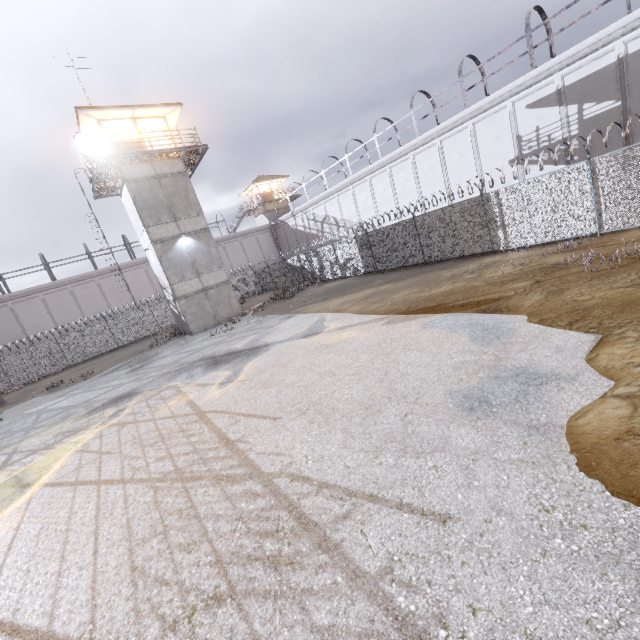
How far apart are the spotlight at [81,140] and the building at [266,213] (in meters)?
28.34

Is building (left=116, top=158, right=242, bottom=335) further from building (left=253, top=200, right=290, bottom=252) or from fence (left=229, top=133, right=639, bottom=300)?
building (left=253, top=200, right=290, bottom=252)

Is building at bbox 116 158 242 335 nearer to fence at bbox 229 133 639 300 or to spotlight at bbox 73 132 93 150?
spotlight at bbox 73 132 93 150

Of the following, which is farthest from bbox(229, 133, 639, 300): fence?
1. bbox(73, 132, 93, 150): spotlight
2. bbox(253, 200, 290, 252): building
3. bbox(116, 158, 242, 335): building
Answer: bbox(73, 132, 93, 150): spotlight

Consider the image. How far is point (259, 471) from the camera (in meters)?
5.16

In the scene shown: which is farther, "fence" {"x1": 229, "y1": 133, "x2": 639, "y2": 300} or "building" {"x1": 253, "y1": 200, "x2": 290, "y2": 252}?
"building" {"x1": 253, "y1": 200, "x2": 290, "y2": 252}

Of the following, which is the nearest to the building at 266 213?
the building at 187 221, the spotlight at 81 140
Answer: the building at 187 221

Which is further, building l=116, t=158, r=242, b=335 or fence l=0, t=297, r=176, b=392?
fence l=0, t=297, r=176, b=392
